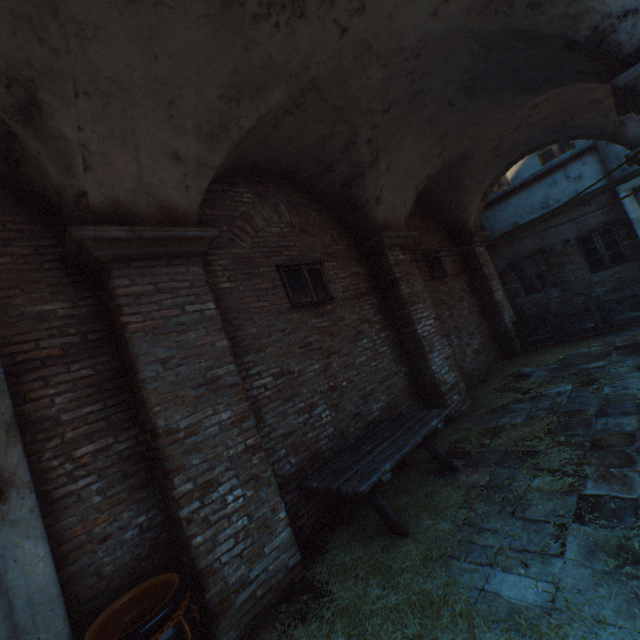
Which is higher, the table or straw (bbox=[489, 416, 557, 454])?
the table

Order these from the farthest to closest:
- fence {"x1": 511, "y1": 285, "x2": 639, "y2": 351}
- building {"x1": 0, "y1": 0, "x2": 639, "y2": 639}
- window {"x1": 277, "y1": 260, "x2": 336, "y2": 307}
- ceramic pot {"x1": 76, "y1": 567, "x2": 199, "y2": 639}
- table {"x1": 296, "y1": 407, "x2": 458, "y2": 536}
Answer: fence {"x1": 511, "y1": 285, "x2": 639, "y2": 351} → window {"x1": 277, "y1": 260, "x2": 336, "y2": 307} → table {"x1": 296, "y1": 407, "x2": 458, "y2": 536} → building {"x1": 0, "y1": 0, "x2": 639, "y2": 639} → ceramic pot {"x1": 76, "y1": 567, "x2": 199, "y2": 639}

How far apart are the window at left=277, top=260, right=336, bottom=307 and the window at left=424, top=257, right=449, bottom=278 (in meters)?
3.97

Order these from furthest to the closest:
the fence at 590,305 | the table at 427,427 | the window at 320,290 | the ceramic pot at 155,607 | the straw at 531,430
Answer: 1. the fence at 590,305
2. the window at 320,290
3. the straw at 531,430
4. the table at 427,427
5. the ceramic pot at 155,607

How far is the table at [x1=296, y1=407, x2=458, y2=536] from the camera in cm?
349

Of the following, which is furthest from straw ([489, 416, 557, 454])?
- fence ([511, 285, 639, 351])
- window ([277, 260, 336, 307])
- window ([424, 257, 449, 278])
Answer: fence ([511, 285, 639, 351])

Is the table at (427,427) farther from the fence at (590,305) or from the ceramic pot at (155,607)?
the fence at (590,305)

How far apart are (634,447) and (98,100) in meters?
6.5 m
